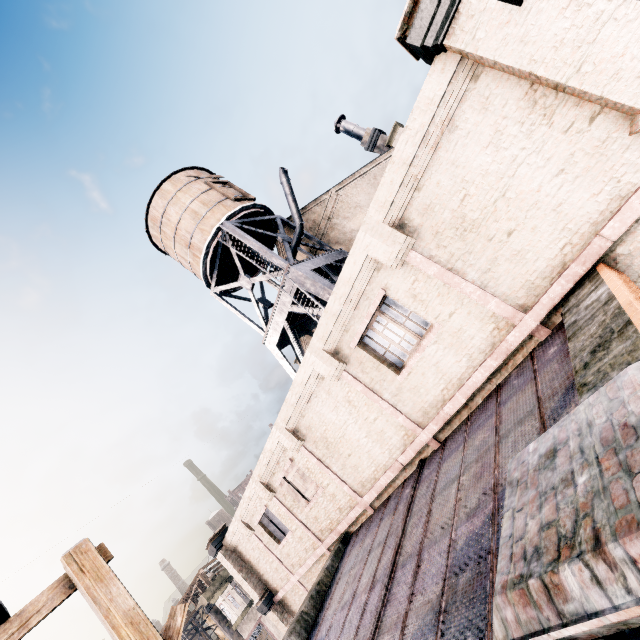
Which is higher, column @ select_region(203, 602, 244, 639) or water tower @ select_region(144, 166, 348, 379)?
water tower @ select_region(144, 166, 348, 379)

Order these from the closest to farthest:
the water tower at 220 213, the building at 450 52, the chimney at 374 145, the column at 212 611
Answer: the building at 450 52 → the water tower at 220 213 → the chimney at 374 145 → the column at 212 611

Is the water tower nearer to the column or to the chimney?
the chimney

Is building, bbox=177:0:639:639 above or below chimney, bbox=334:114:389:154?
below

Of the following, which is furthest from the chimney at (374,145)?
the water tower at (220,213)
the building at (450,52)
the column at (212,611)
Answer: the column at (212,611)

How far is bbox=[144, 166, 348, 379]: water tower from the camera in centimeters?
1831cm

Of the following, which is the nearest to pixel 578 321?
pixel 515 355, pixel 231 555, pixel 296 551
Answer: pixel 515 355

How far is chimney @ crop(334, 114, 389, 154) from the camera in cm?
2453
